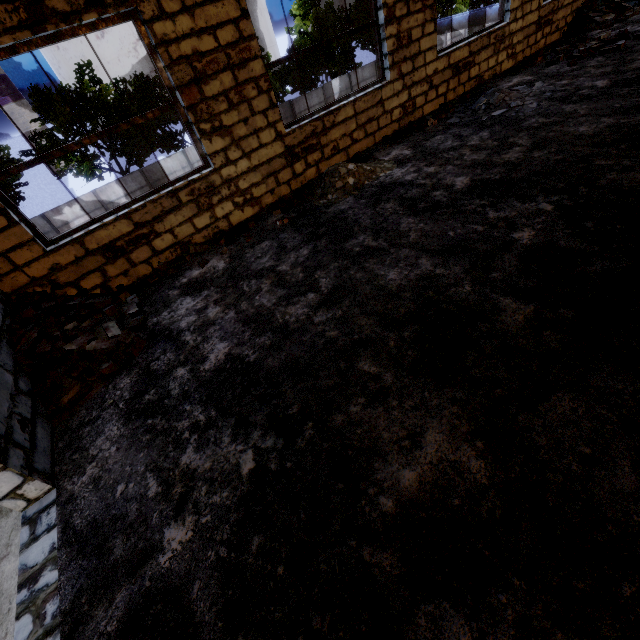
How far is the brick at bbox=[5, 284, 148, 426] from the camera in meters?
3.7

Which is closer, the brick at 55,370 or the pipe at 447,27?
the brick at 55,370

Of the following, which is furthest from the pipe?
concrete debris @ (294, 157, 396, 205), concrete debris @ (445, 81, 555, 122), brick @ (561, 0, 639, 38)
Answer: concrete debris @ (294, 157, 396, 205)

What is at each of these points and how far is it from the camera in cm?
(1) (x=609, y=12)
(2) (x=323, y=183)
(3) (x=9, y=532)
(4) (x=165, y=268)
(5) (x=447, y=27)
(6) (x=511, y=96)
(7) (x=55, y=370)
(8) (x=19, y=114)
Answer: (1) brick, 972
(2) concrete debris, 621
(3) building, 278
(4) brick, 553
(5) pipe, 1706
(6) concrete debris, 705
(7) brick, 385
(8) chimney, 5484

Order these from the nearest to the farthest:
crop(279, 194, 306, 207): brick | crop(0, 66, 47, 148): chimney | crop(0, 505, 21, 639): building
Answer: crop(0, 505, 21, 639): building < crop(279, 194, 306, 207): brick < crop(0, 66, 47, 148): chimney

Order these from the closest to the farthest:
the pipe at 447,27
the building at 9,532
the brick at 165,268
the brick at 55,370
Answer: the building at 9,532, the brick at 55,370, the brick at 165,268, the pipe at 447,27

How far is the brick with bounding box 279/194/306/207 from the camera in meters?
6.1 m

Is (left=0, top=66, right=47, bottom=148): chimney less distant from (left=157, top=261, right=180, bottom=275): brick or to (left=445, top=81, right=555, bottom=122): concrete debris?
(left=157, top=261, right=180, bottom=275): brick
